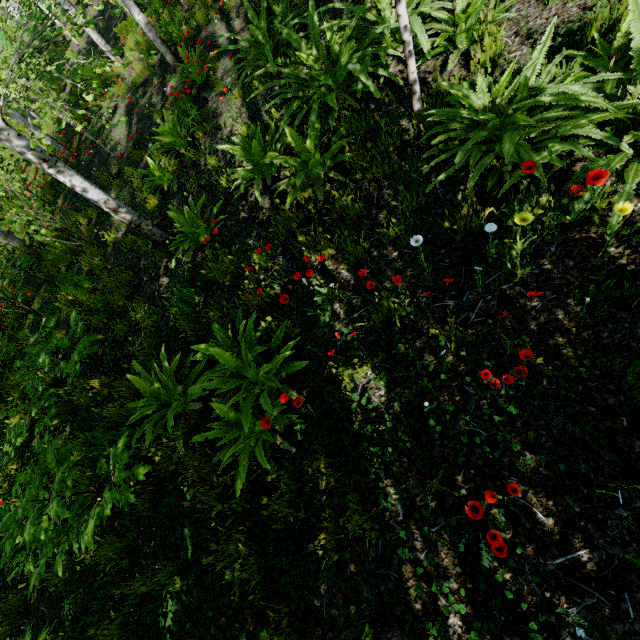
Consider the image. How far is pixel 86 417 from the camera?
4.4m

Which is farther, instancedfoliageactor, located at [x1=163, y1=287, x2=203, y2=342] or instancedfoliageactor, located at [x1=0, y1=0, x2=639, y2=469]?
instancedfoliageactor, located at [x1=163, y1=287, x2=203, y2=342]

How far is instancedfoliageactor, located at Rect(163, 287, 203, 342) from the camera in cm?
393

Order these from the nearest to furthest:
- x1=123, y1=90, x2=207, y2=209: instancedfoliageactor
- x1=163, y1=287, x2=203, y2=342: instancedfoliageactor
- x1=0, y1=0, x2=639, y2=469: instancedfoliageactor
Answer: x1=0, y1=0, x2=639, y2=469: instancedfoliageactor
x1=163, y1=287, x2=203, y2=342: instancedfoliageactor
x1=123, y1=90, x2=207, y2=209: instancedfoliageactor

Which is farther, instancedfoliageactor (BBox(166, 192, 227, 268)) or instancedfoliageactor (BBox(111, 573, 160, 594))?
instancedfoliageactor (BBox(166, 192, 227, 268))

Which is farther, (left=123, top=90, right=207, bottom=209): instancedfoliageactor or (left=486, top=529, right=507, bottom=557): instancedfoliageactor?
(left=123, top=90, right=207, bottom=209): instancedfoliageactor

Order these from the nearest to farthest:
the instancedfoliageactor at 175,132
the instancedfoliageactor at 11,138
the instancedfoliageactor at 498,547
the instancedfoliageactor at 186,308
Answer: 1. the instancedfoliageactor at 498,547
2. the instancedfoliageactor at 11,138
3. the instancedfoliageactor at 186,308
4. the instancedfoliageactor at 175,132

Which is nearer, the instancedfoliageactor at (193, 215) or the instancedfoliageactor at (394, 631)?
the instancedfoliageactor at (394, 631)
